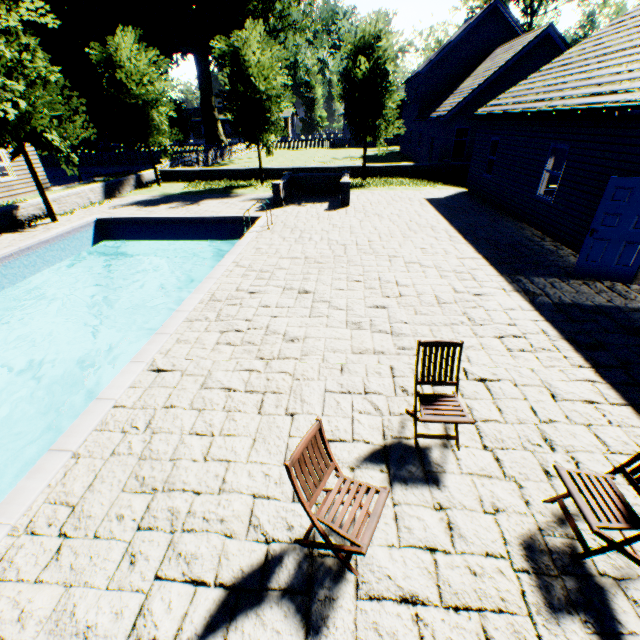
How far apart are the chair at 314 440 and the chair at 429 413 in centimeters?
95cm

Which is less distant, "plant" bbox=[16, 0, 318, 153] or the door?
the door

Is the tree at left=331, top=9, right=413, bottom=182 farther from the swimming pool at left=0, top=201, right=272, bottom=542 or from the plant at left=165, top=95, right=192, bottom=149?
the plant at left=165, top=95, right=192, bottom=149

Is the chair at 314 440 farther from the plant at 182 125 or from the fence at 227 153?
the fence at 227 153

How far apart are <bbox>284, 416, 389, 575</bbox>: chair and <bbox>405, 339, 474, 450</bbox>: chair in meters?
1.0

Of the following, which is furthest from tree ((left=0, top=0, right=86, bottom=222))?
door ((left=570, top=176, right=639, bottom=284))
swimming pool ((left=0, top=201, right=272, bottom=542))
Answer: door ((left=570, top=176, right=639, bottom=284))

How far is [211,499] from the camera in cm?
335

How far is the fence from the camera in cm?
2566
